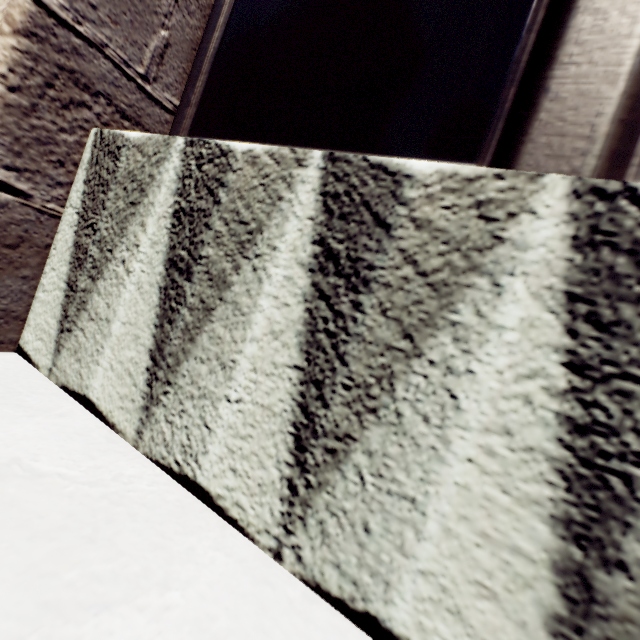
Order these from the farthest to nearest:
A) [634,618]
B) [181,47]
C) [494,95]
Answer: [181,47], [494,95], [634,618]
